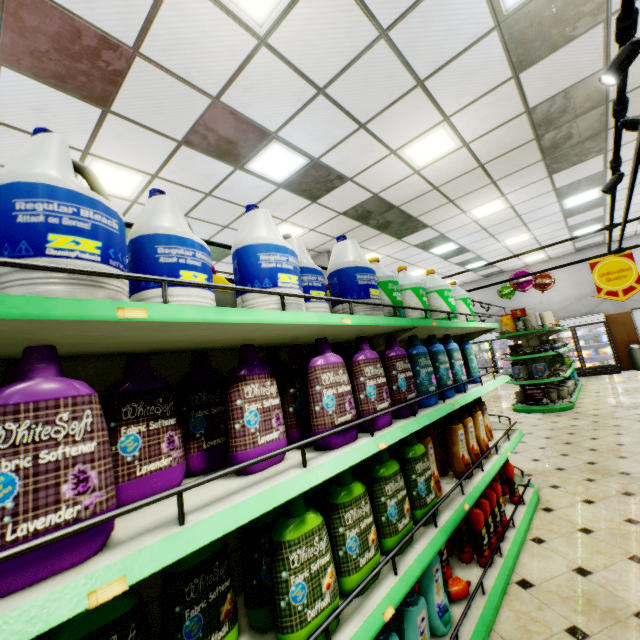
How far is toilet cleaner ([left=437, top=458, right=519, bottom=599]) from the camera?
2.1m

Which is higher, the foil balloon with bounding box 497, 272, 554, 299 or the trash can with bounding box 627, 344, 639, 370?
the foil balloon with bounding box 497, 272, 554, 299

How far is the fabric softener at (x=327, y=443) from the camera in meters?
1.4

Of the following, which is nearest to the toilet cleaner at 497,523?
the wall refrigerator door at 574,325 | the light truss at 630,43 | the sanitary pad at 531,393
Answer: the light truss at 630,43

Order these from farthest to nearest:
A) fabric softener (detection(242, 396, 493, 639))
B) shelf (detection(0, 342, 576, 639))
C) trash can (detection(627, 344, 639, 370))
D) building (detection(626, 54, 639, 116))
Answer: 1. trash can (detection(627, 344, 639, 370))
2. building (detection(626, 54, 639, 116))
3. fabric softener (detection(242, 396, 493, 639))
4. shelf (detection(0, 342, 576, 639))

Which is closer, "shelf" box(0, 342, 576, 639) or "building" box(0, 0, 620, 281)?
"shelf" box(0, 342, 576, 639)

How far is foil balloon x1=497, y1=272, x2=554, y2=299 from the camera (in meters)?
9.55

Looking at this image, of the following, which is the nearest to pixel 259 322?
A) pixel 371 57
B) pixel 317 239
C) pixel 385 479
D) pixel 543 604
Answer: pixel 385 479
